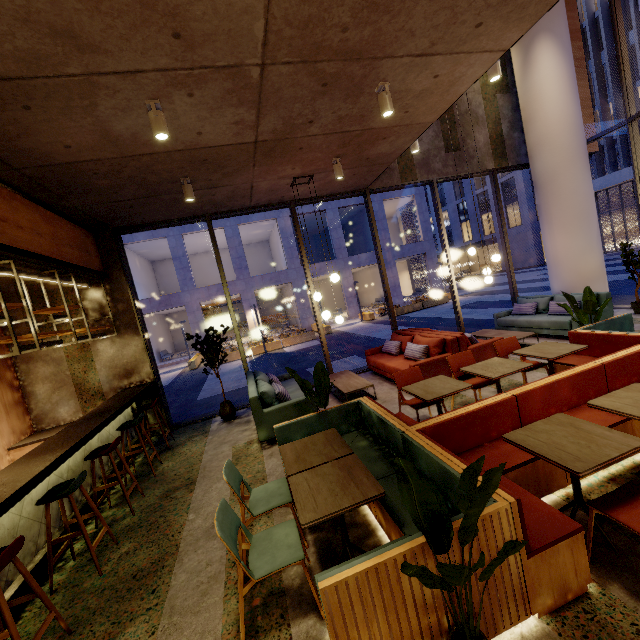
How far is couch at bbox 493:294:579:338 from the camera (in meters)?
7.23

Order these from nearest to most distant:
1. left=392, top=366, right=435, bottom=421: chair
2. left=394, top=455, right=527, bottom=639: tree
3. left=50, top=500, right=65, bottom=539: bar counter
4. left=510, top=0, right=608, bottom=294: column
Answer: left=394, top=455, right=527, bottom=639: tree, left=50, top=500, right=65, bottom=539: bar counter, left=392, top=366, right=435, bottom=421: chair, left=510, top=0, right=608, bottom=294: column

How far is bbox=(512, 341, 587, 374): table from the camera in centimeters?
424cm

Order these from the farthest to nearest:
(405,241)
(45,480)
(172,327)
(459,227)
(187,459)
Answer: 1. (459,227)
2. (405,241)
3. (172,327)
4. (187,459)
5. (45,480)

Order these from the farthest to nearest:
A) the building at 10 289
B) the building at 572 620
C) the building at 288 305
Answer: the building at 288 305
the building at 10 289
the building at 572 620

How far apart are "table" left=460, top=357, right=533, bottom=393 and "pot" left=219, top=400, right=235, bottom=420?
4.8 meters

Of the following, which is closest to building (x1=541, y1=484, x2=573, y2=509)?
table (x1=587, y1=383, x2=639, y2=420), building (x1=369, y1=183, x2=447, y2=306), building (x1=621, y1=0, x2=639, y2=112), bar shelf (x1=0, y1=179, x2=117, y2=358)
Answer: bar shelf (x1=0, y1=179, x2=117, y2=358)

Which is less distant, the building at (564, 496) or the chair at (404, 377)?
the building at (564, 496)
